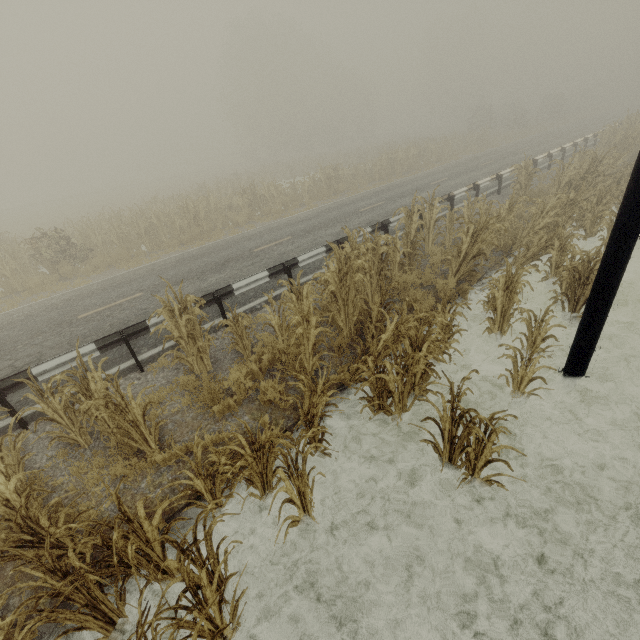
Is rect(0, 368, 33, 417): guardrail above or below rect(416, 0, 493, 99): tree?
below

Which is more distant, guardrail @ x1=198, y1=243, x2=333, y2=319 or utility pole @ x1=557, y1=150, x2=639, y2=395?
guardrail @ x1=198, y1=243, x2=333, y2=319

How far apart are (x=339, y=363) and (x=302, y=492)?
2.74m

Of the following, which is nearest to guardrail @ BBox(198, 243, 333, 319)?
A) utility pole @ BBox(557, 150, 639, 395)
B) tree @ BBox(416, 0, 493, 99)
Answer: utility pole @ BBox(557, 150, 639, 395)

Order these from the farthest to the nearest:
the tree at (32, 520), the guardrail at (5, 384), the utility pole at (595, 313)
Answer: the guardrail at (5, 384) < the utility pole at (595, 313) < the tree at (32, 520)

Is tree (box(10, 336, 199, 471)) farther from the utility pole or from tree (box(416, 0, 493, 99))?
tree (box(416, 0, 493, 99))

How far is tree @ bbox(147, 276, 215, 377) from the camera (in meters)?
5.48

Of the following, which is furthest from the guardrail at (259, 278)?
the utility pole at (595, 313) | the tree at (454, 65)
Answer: the tree at (454, 65)
